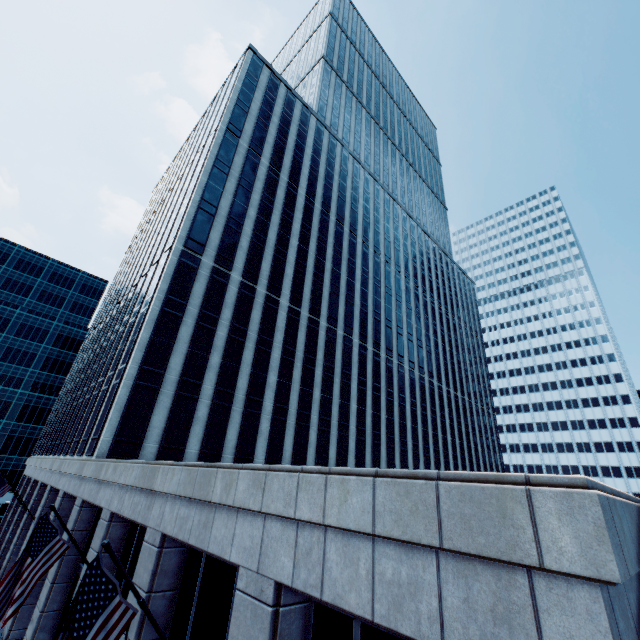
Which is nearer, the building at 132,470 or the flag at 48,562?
the building at 132,470

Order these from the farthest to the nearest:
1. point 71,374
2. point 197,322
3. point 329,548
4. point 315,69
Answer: point 315,69 → point 71,374 → point 197,322 → point 329,548

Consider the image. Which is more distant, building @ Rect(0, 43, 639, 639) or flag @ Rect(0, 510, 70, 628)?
flag @ Rect(0, 510, 70, 628)
